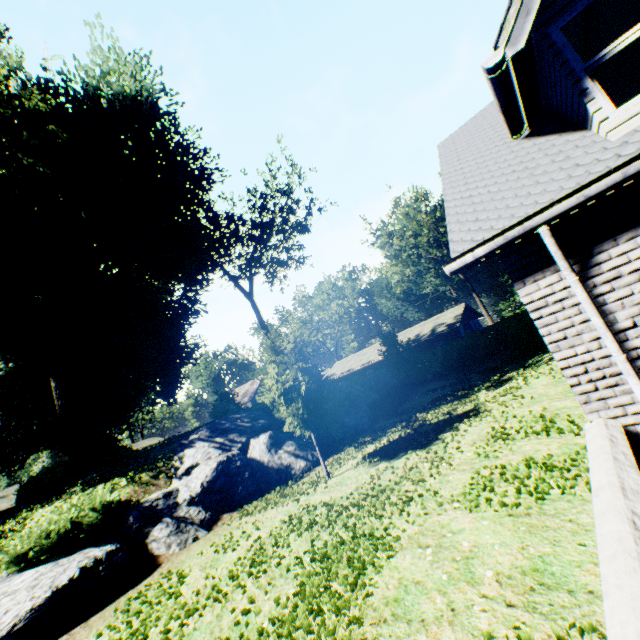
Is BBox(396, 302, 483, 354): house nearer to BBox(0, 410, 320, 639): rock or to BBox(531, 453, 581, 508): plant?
BBox(0, 410, 320, 639): rock

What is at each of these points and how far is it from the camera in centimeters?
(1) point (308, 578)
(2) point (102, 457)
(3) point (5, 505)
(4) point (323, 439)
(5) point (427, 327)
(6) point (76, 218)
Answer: (1) plant, 477cm
(2) hedge, 2034cm
(3) house, 3356cm
(4) rock, 1447cm
(5) house, 3884cm
(6) plant, 1992cm

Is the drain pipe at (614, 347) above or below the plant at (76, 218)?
below

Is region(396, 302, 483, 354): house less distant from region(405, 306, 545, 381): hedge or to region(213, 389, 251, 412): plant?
region(405, 306, 545, 381): hedge

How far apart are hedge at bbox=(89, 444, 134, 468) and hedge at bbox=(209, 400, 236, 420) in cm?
743

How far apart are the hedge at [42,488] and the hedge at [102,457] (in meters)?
2.73

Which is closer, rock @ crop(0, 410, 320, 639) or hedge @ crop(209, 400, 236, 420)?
rock @ crop(0, 410, 320, 639)

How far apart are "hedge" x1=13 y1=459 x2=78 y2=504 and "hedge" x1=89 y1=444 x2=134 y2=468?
2.7 meters
